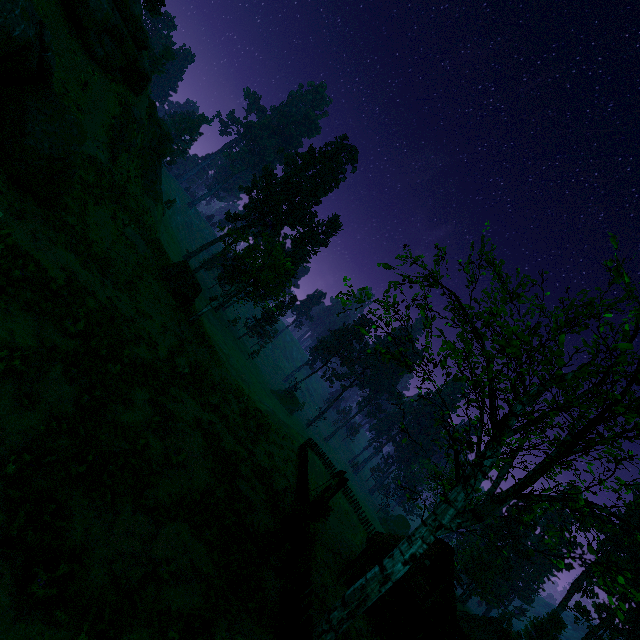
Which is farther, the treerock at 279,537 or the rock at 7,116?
the rock at 7,116

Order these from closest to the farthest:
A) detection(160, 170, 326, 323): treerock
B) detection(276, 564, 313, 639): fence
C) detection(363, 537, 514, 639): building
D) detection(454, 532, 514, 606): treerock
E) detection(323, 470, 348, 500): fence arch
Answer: detection(276, 564, 313, 639): fence
detection(323, 470, 348, 500): fence arch
detection(363, 537, 514, 639): building
detection(160, 170, 326, 323): treerock
detection(454, 532, 514, 606): treerock

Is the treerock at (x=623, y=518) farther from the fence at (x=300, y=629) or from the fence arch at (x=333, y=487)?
the fence arch at (x=333, y=487)

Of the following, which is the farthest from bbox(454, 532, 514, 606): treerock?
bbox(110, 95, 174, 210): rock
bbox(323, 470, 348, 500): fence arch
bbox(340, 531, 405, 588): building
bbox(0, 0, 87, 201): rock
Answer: bbox(110, 95, 174, 210): rock

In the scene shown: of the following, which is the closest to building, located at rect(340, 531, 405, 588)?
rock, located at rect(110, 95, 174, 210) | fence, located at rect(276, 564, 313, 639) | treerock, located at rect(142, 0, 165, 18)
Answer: treerock, located at rect(142, 0, 165, 18)

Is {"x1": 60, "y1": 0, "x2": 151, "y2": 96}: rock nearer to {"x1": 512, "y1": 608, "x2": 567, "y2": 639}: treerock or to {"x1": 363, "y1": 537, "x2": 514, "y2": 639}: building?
{"x1": 512, "y1": 608, "x2": 567, "y2": 639}: treerock

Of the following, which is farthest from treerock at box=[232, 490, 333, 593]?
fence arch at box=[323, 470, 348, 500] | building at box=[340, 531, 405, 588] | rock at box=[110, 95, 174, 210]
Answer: rock at box=[110, 95, 174, 210]

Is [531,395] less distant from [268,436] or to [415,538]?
[415,538]
